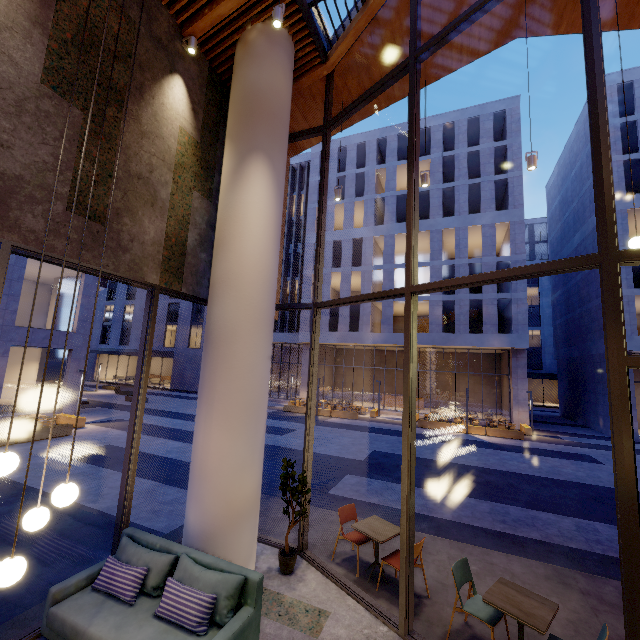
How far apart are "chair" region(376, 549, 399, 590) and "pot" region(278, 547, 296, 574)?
Result: 1.3 meters

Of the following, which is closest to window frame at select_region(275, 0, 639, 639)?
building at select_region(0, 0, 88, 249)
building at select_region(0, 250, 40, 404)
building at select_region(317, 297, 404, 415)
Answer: building at select_region(0, 0, 88, 249)

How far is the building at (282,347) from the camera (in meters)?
31.16

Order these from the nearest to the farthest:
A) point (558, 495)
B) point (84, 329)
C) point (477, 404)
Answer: point (558, 495) → point (84, 329) → point (477, 404)

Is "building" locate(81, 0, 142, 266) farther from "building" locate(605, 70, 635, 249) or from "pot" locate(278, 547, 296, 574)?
"building" locate(605, 70, 635, 249)

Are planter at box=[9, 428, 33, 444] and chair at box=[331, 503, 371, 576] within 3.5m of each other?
no

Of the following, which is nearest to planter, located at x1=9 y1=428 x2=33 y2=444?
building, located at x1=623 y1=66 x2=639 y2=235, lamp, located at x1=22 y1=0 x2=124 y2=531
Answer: lamp, located at x1=22 y1=0 x2=124 y2=531

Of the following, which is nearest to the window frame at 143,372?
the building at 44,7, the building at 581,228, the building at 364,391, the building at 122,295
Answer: the building at 44,7
